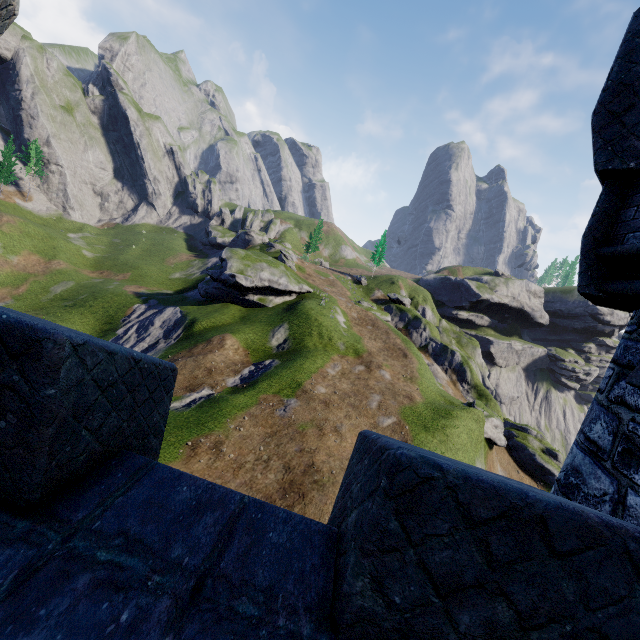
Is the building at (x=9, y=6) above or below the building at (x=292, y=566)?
above

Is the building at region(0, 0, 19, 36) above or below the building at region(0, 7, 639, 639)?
above

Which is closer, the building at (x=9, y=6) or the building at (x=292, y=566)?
the building at (x=292, y=566)

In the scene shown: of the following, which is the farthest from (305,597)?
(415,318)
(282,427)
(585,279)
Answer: (415,318)

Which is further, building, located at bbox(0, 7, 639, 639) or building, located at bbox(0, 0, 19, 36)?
building, located at bbox(0, 0, 19, 36)
